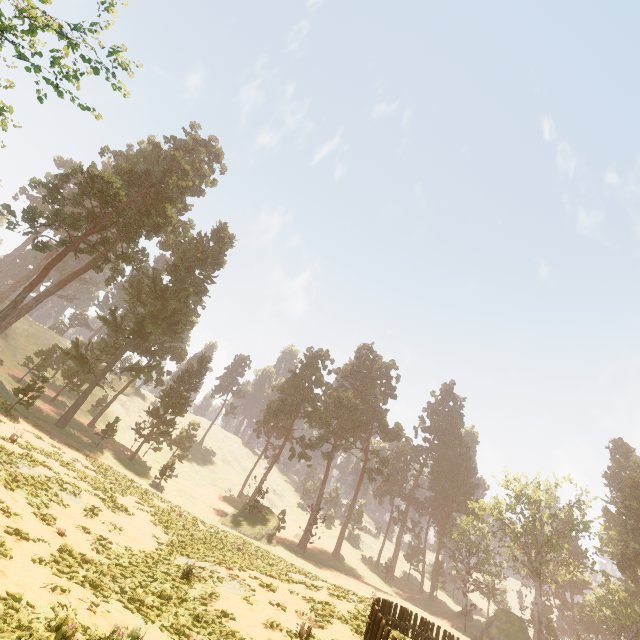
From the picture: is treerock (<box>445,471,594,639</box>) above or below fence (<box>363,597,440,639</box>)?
above

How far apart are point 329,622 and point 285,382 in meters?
46.6 m

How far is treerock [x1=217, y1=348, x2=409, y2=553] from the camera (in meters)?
37.56

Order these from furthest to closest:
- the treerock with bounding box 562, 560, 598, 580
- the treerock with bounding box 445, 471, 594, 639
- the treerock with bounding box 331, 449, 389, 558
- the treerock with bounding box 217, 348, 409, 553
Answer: the treerock with bounding box 331, 449, 389, 558, the treerock with bounding box 562, 560, 598, 580, the treerock with bounding box 445, 471, 594, 639, the treerock with bounding box 217, 348, 409, 553

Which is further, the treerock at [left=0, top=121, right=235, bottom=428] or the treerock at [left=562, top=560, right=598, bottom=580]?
the treerock at [left=562, top=560, right=598, bottom=580]

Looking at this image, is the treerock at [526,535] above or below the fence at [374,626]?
above

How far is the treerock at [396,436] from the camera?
37.6 meters
